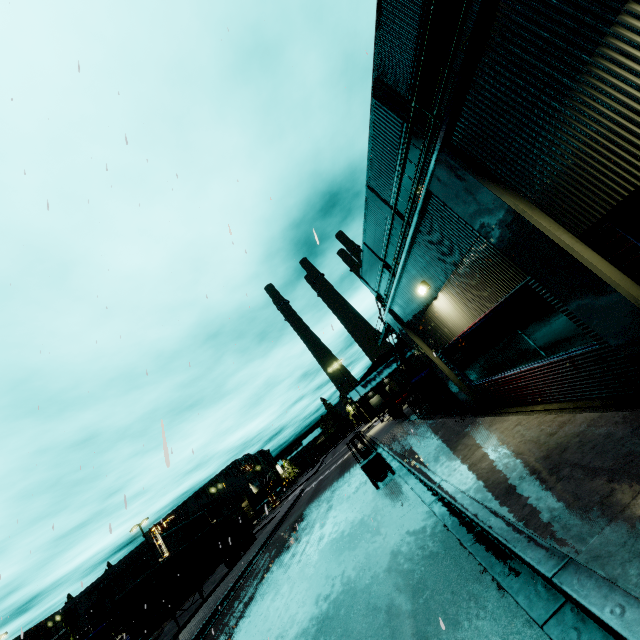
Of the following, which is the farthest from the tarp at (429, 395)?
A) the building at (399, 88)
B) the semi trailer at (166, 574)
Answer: the semi trailer at (166, 574)

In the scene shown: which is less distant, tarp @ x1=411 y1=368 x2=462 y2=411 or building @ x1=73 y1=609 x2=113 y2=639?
tarp @ x1=411 y1=368 x2=462 y2=411

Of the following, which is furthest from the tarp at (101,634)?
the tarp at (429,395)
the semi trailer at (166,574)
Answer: the tarp at (429,395)

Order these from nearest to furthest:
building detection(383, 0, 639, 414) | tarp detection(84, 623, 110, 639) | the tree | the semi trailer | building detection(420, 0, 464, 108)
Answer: building detection(383, 0, 639, 414) → building detection(420, 0, 464, 108) → the semi trailer → tarp detection(84, 623, 110, 639) → the tree

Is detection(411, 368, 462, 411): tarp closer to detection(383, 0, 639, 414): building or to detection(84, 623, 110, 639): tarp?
detection(383, 0, 639, 414): building

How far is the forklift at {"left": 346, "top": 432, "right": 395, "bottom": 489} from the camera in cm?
1350

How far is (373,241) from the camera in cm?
3008

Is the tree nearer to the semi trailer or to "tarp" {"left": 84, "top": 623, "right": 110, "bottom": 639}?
"tarp" {"left": 84, "top": 623, "right": 110, "bottom": 639}
